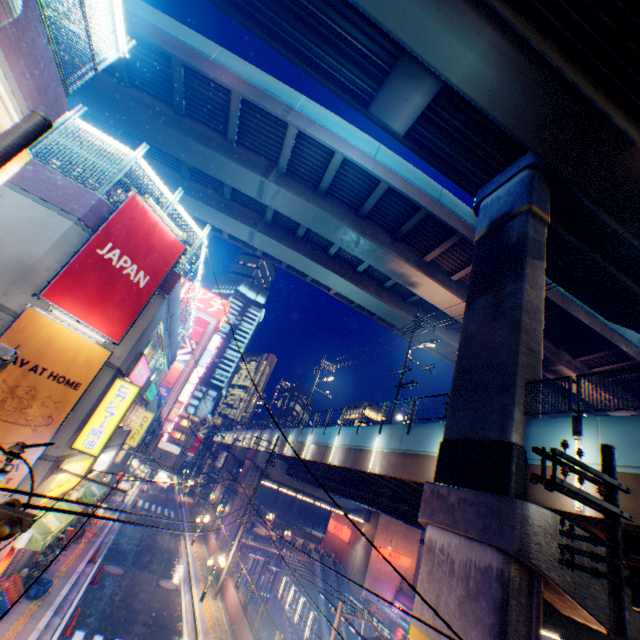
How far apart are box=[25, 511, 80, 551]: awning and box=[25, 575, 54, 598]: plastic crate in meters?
2.2

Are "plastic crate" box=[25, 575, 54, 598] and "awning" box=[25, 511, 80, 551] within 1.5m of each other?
no

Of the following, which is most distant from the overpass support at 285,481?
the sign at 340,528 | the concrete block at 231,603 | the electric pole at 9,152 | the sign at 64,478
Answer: the sign at 64,478

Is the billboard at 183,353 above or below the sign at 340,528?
above

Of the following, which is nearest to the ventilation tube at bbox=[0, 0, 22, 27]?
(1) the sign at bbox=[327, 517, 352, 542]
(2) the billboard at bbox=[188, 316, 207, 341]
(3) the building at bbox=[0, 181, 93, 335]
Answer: (3) the building at bbox=[0, 181, 93, 335]

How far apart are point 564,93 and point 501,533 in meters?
16.3 m

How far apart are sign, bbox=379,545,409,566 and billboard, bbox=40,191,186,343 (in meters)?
40.21

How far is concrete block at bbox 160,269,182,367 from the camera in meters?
12.3
